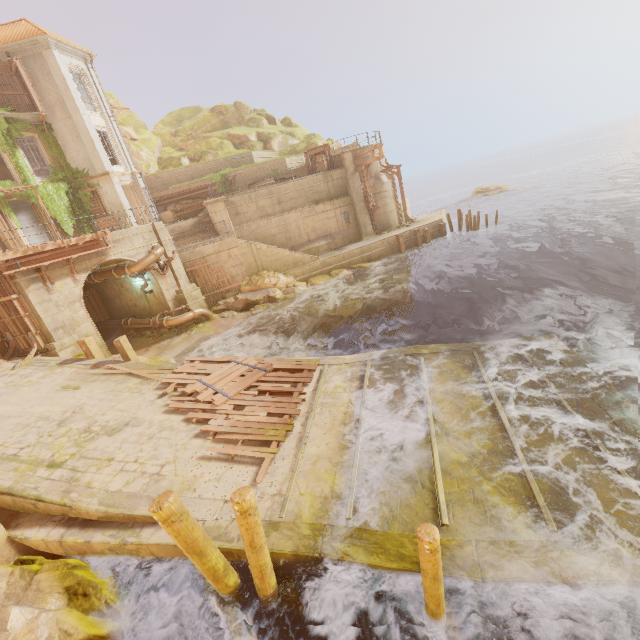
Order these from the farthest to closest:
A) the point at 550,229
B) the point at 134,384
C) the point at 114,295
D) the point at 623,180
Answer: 1. the point at 623,180
2. the point at 550,229
3. the point at 114,295
4. the point at 134,384

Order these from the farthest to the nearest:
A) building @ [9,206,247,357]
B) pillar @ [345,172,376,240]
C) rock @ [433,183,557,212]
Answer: rock @ [433,183,557,212]
pillar @ [345,172,376,240]
building @ [9,206,247,357]

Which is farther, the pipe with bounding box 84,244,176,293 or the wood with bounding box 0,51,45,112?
the wood with bounding box 0,51,45,112

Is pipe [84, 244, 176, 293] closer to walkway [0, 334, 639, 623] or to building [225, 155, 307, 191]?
building [225, 155, 307, 191]

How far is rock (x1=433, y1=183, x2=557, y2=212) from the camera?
43.84m

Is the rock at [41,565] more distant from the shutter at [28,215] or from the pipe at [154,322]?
the shutter at [28,215]

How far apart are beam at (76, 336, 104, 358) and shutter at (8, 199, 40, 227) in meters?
14.8 m

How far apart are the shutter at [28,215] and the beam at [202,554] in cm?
2646
